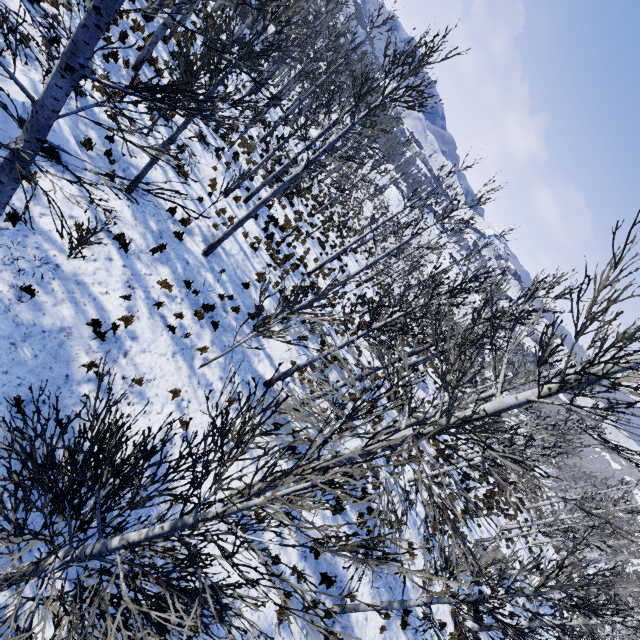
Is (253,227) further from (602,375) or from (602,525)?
(602,525)

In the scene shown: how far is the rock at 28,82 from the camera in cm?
765

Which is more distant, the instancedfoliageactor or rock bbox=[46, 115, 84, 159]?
rock bbox=[46, 115, 84, 159]

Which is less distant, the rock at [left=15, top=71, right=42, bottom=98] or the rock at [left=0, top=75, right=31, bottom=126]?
the rock at [left=0, top=75, right=31, bottom=126]

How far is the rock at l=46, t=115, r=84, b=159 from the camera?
7.9m

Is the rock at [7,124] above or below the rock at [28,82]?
below

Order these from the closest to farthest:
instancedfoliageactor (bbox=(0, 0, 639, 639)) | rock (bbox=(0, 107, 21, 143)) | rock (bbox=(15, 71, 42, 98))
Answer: instancedfoliageactor (bbox=(0, 0, 639, 639)), rock (bbox=(0, 107, 21, 143)), rock (bbox=(15, 71, 42, 98))
